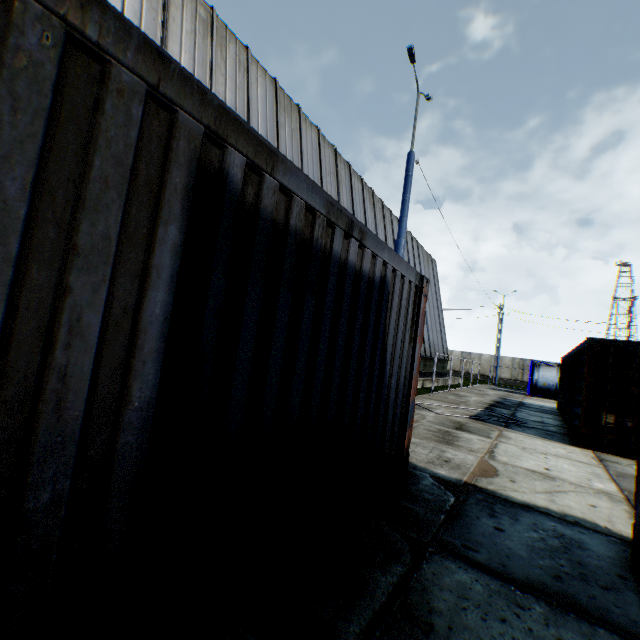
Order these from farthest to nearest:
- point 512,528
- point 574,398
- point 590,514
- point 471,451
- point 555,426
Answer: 1. point 555,426
2. point 574,398
3. point 471,451
4. point 590,514
5. point 512,528

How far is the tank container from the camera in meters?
24.9

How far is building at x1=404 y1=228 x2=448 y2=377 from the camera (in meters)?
23.40

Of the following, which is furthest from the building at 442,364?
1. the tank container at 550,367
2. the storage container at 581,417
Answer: the storage container at 581,417

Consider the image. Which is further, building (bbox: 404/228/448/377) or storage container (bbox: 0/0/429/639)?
building (bbox: 404/228/448/377)

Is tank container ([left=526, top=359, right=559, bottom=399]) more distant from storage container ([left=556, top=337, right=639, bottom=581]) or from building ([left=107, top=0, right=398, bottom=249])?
storage container ([left=556, top=337, right=639, bottom=581])

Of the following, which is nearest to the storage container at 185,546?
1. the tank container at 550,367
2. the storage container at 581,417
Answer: the storage container at 581,417

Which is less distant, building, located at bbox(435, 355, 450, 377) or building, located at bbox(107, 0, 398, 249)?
building, located at bbox(107, 0, 398, 249)
